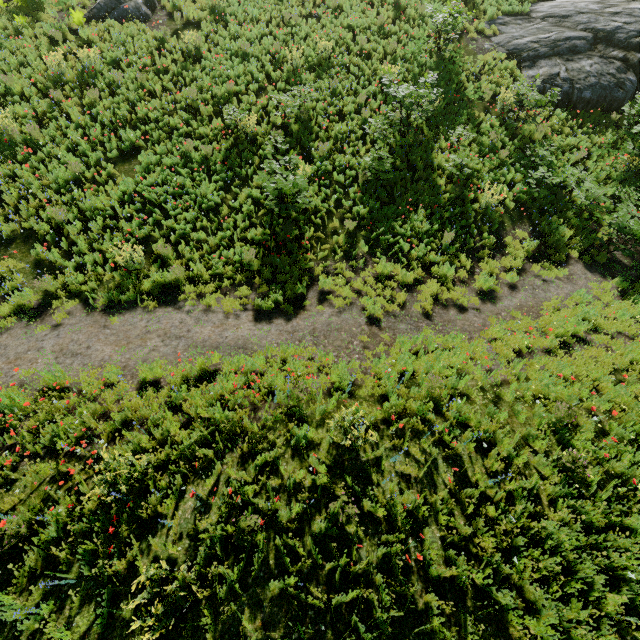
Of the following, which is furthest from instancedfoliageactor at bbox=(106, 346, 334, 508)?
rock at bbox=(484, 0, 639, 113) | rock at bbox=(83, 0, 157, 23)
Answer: rock at bbox=(83, 0, 157, 23)

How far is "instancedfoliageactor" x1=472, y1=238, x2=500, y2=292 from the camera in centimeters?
893cm

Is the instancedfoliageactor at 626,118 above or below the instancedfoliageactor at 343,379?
above

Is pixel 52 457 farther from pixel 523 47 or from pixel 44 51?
pixel 523 47

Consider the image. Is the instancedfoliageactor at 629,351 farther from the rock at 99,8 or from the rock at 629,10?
the rock at 99,8

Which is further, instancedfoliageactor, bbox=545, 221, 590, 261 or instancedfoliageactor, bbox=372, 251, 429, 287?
instancedfoliageactor, bbox=545, 221, 590, 261
